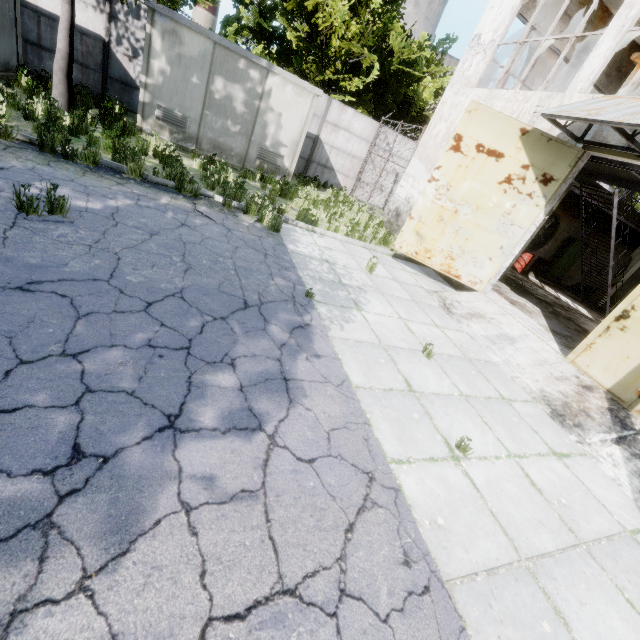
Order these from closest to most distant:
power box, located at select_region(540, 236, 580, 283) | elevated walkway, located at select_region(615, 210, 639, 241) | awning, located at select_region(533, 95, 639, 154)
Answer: awning, located at select_region(533, 95, 639, 154), elevated walkway, located at select_region(615, 210, 639, 241), power box, located at select_region(540, 236, 580, 283)

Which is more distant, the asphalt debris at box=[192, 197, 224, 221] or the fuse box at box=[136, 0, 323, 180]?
the fuse box at box=[136, 0, 323, 180]

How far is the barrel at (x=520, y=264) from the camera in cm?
1592

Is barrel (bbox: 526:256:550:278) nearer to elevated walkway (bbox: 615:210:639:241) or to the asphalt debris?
elevated walkway (bbox: 615:210:639:241)

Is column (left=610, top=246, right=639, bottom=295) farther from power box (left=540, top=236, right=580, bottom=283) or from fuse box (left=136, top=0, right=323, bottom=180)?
fuse box (left=136, top=0, right=323, bottom=180)

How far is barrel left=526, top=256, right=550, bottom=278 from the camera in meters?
16.4

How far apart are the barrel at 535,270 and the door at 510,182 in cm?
1005

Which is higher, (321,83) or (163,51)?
(321,83)
